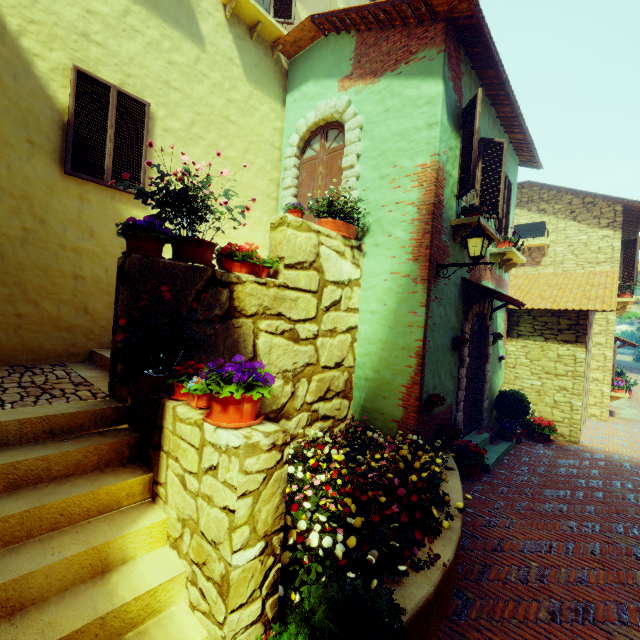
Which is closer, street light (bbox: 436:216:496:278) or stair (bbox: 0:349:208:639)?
stair (bbox: 0:349:208:639)

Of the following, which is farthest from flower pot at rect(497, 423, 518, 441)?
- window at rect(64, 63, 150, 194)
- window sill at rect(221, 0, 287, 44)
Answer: window sill at rect(221, 0, 287, 44)

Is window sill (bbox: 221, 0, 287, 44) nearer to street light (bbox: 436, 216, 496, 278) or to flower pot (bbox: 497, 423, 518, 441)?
street light (bbox: 436, 216, 496, 278)

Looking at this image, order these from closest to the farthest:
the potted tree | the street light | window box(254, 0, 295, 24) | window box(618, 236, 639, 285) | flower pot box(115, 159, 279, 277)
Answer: the potted tree
flower pot box(115, 159, 279, 277)
the street light
window box(254, 0, 295, 24)
window box(618, 236, 639, 285)

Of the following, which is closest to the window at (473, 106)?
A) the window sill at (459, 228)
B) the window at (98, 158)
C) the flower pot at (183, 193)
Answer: the window sill at (459, 228)

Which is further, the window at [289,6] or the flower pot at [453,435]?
the window at [289,6]

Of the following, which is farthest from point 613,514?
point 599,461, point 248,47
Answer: point 248,47

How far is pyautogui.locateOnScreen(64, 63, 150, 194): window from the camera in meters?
4.9
